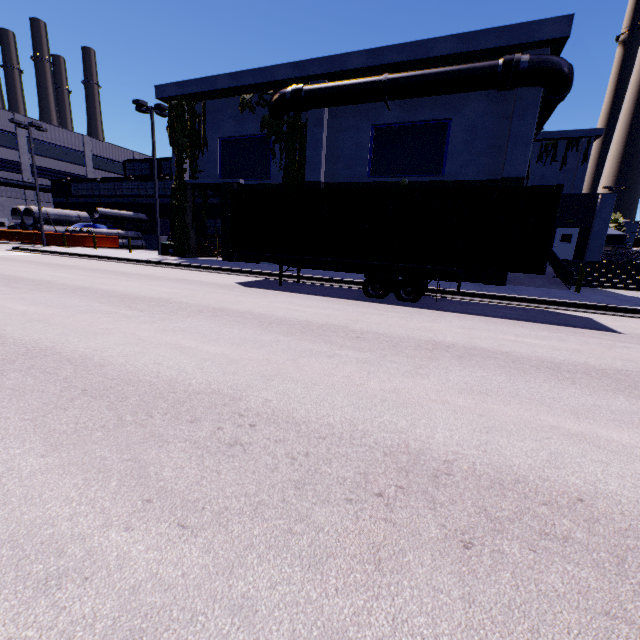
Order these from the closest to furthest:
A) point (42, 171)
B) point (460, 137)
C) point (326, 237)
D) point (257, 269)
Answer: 1. point (326, 237)
2. point (460, 137)
3. point (257, 269)
4. point (42, 171)

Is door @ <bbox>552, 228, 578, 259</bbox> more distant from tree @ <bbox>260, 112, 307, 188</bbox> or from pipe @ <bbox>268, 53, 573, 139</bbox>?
tree @ <bbox>260, 112, 307, 188</bbox>

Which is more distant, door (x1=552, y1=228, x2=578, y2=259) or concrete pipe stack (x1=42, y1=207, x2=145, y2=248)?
concrete pipe stack (x1=42, y1=207, x2=145, y2=248)

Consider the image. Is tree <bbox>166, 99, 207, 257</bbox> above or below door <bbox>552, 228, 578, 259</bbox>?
above

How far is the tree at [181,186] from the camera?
20.6 meters

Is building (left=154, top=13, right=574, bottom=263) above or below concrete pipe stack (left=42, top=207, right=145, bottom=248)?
above

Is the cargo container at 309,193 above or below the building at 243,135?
below

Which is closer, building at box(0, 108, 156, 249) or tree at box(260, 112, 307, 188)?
tree at box(260, 112, 307, 188)
